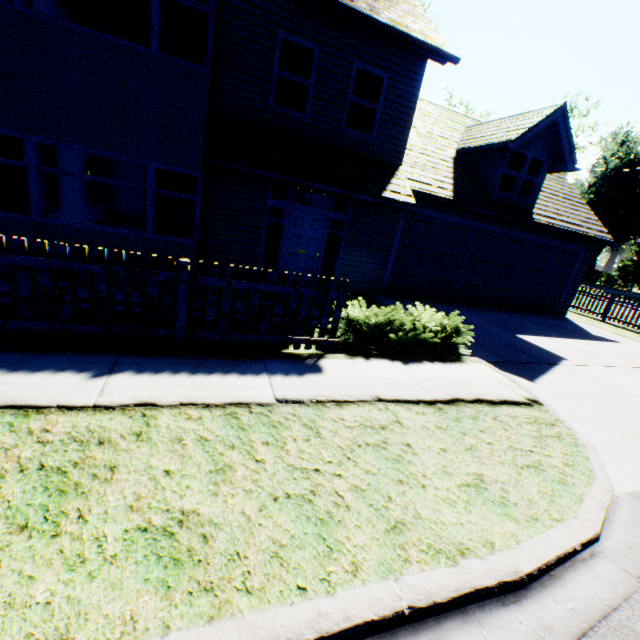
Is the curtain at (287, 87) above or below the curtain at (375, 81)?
below

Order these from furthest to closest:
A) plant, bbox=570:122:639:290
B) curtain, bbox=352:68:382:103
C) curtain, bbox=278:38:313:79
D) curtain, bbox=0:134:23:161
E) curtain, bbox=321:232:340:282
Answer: plant, bbox=570:122:639:290 → curtain, bbox=321:232:340:282 → curtain, bbox=352:68:382:103 → curtain, bbox=278:38:313:79 → curtain, bbox=0:134:23:161

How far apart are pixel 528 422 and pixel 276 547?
3.8 meters

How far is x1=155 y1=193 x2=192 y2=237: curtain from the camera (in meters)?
7.52

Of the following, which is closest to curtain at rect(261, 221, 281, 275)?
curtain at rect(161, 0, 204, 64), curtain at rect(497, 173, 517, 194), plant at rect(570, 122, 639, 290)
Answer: curtain at rect(161, 0, 204, 64)

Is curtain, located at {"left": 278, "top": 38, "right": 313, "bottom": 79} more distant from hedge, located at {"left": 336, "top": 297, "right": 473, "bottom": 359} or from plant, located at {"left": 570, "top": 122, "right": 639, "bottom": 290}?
plant, located at {"left": 570, "top": 122, "right": 639, "bottom": 290}

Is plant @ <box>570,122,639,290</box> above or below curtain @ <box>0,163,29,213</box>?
above

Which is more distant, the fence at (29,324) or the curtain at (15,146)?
the curtain at (15,146)
